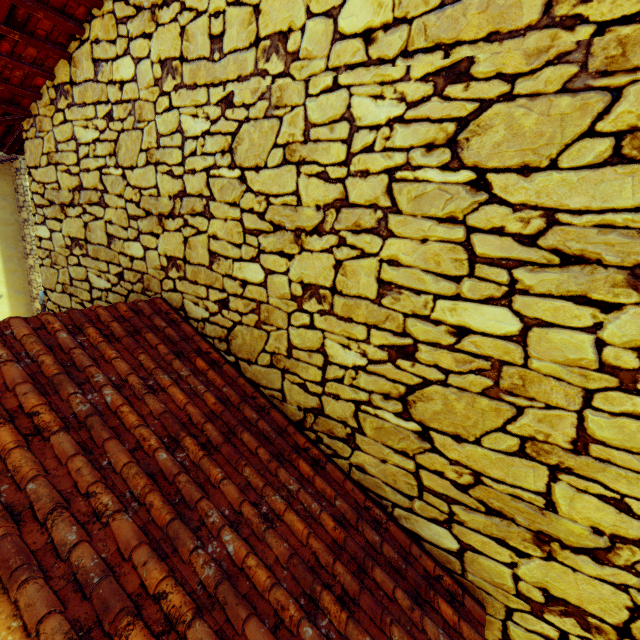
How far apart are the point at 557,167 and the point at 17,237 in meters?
12.1 m
